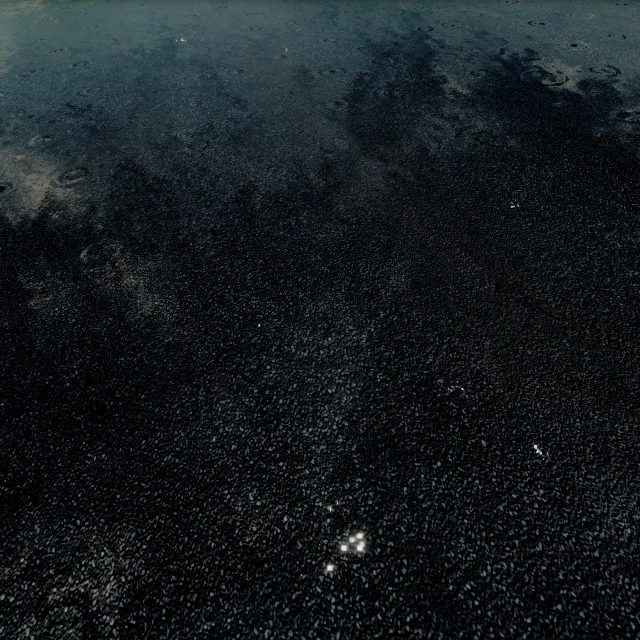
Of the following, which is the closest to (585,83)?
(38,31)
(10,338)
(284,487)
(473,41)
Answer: (473,41)
